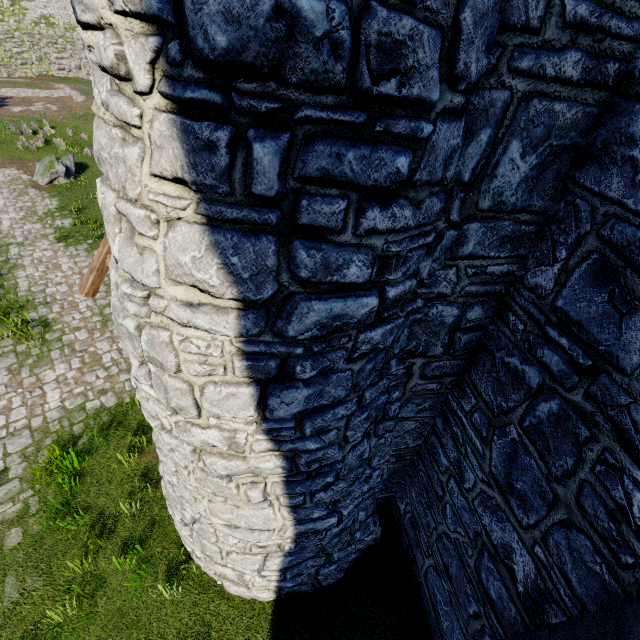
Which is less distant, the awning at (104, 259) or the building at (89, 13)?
the building at (89, 13)

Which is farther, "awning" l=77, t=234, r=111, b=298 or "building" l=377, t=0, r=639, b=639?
"awning" l=77, t=234, r=111, b=298

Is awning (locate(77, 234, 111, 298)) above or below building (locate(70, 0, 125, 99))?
below

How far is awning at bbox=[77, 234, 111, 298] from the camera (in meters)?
3.84

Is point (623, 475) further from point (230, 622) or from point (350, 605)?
point (230, 622)
